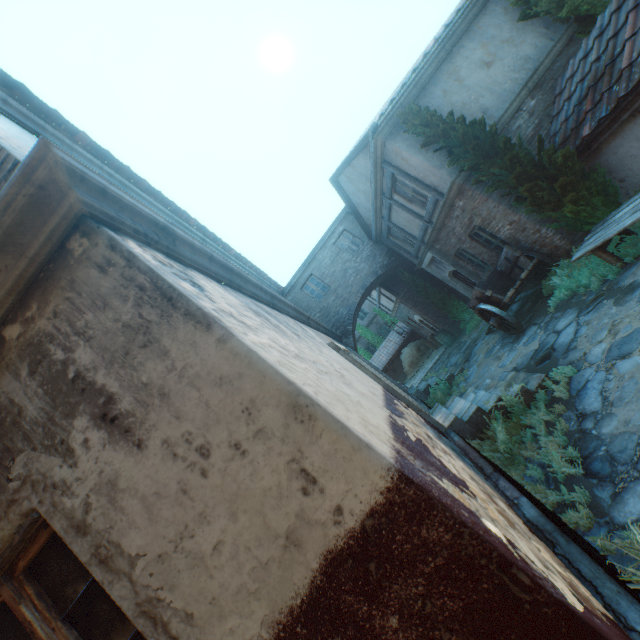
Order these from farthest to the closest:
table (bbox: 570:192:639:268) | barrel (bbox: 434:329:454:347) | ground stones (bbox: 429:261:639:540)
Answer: barrel (bbox: 434:329:454:347), table (bbox: 570:192:639:268), ground stones (bbox: 429:261:639:540)

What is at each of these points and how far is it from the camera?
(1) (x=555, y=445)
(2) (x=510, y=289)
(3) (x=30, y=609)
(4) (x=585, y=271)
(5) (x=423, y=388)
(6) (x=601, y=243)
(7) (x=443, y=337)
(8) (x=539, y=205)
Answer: (1) plants, 4.4m
(2) cart, 8.7m
(3) building, 1.8m
(4) plants, 7.1m
(5) stairs, 12.0m
(6) table, 6.1m
(7) barrel, 17.8m
(8) tree, 7.4m

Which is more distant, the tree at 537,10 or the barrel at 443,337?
the barrel at 443,337

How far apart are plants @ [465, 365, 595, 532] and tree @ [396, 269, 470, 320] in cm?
1104

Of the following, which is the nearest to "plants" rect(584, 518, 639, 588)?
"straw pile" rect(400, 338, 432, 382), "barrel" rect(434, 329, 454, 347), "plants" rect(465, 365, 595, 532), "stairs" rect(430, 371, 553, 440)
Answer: "plants" rect(465, 365, 595, 532)

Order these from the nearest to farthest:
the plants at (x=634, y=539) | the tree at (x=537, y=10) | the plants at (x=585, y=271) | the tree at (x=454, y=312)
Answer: the plants at (x=634, y=539)
the plants at (x=585, y=271)
the tree at (x=537, y=10)
the tree at (x=454, y=312)

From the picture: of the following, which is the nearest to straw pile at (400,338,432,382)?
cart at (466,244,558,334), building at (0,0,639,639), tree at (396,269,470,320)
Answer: building at (0,0,639,639)

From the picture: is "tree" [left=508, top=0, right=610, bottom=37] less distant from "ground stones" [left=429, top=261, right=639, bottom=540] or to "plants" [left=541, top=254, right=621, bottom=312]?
"plants" [left=541, top=254, right=621, bottom=312]
